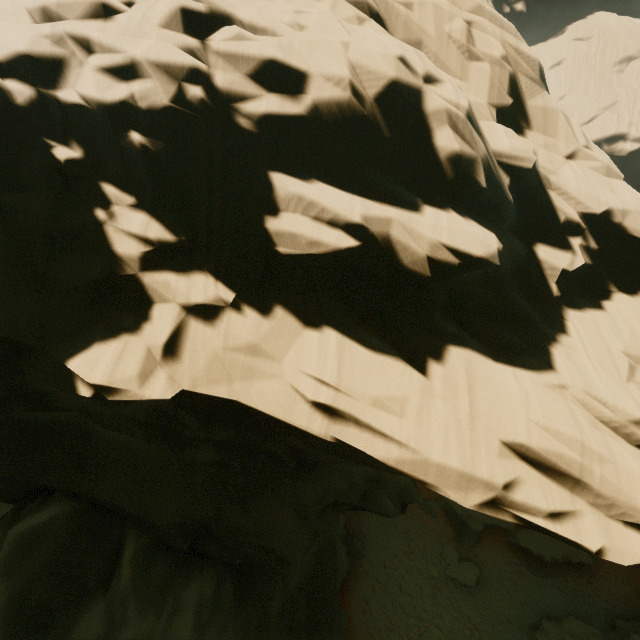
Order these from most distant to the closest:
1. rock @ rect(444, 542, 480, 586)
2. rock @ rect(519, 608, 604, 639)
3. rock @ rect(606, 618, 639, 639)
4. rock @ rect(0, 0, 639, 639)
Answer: rock @ rect(444, 542, 480, 586) → rock @ rect(519, 608, 604, 639) → rock @ rect(606, 618, 639, 639) → rock @ rect(0, 0, 639, 639)

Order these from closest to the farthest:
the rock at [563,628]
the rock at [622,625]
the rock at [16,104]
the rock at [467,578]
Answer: the rock at [16,104] → the rock at [622,625] → the rock at [563,628] → the rock at [467,578]

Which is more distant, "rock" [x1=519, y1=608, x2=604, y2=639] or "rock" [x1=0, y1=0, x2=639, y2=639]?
"rock" [x1=519, y1=608, x2=604, y2=639]

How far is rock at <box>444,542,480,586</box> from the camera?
17.78m

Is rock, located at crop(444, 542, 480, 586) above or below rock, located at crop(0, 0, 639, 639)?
below

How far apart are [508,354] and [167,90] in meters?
9.9 m

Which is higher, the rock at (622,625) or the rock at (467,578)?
the rock at (622,625)
